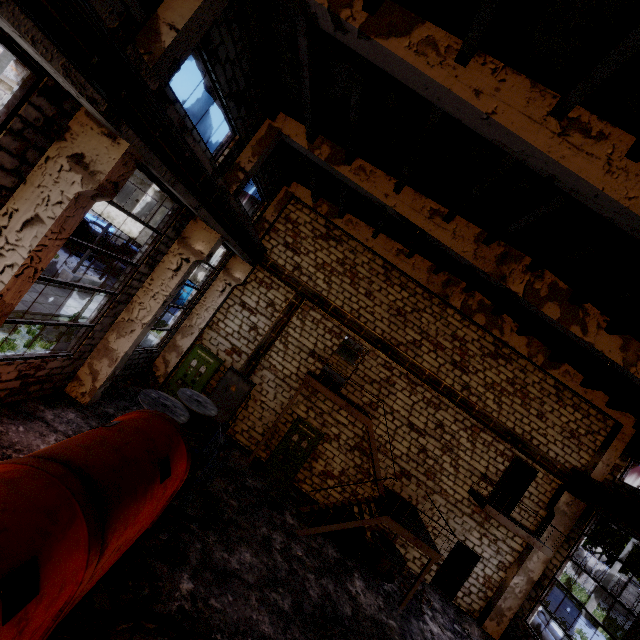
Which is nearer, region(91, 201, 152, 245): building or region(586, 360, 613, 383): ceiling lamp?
region(586, 360, 613, 383): ceiling lamp

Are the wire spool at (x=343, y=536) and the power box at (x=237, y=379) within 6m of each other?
yes

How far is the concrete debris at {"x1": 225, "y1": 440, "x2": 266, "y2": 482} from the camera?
11.69m

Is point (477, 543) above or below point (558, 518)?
below

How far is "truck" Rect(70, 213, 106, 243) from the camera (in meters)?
25.28

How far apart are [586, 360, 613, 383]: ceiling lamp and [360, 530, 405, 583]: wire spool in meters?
9.3

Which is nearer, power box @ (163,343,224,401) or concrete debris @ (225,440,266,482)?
concrete debris @ (225,440,266,482)

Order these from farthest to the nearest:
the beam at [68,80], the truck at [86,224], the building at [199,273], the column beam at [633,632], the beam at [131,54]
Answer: the truck at [86,224] < the building at [199,273] < the column beam at [633,632] < the beam at [131,54] < the beam at [68,80]
